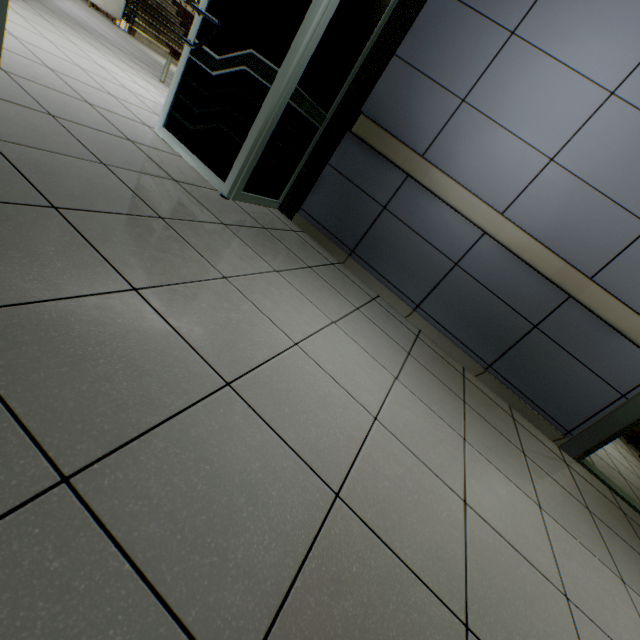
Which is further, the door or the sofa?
the sofa

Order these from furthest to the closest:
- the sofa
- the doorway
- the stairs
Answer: the stairs < the sofa < the doorway

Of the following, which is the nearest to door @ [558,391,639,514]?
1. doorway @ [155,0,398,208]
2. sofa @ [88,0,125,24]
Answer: doorway @ [155,0,398,208]

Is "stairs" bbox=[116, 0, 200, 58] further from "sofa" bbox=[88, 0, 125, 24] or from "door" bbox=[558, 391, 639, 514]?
Answer: "door" bbox=[558, 391, 639, 514]

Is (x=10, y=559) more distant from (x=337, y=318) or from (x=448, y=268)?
(x=448, y=268)

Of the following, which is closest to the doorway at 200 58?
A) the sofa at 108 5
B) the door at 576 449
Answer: the door at 576 449

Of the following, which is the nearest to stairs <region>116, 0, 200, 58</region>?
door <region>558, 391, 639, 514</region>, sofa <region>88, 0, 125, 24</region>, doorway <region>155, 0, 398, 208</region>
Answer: sofa <region>88, 0, 125, 24</region>

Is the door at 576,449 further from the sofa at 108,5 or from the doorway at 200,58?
the sofa at 108,5
